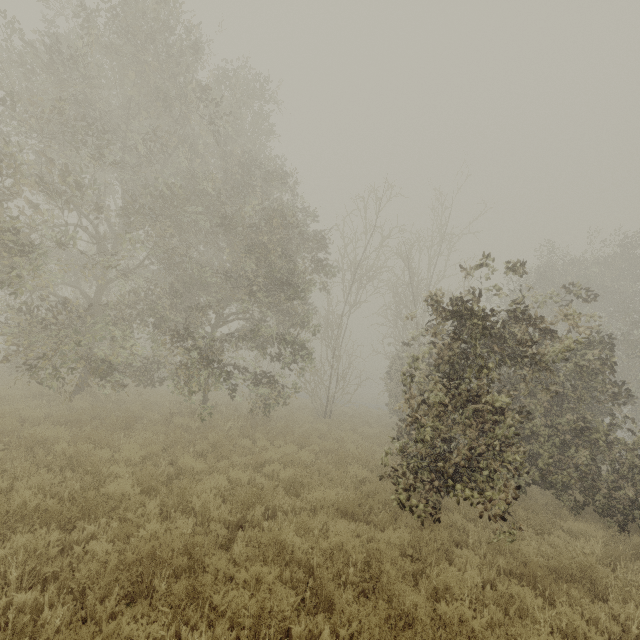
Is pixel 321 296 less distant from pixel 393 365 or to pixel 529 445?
pixel 393 365
